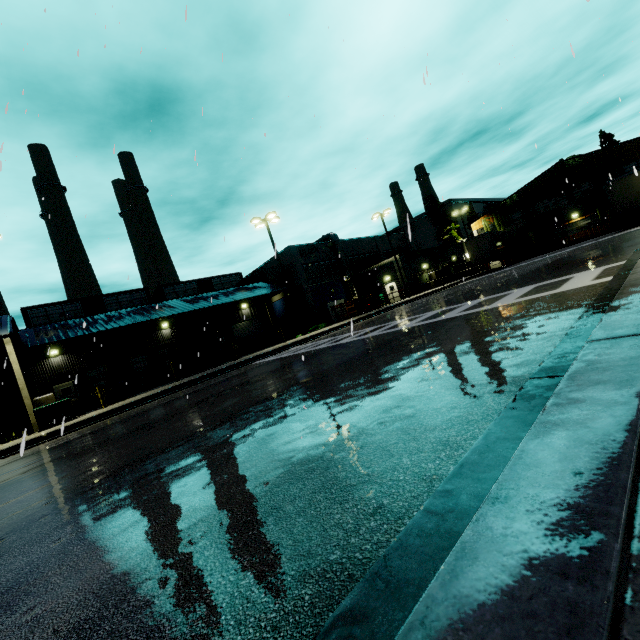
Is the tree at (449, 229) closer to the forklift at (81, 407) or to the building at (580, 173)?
the building at (580, 173)

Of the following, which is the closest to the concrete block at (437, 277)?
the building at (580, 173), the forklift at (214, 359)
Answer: the building at (580, 173)

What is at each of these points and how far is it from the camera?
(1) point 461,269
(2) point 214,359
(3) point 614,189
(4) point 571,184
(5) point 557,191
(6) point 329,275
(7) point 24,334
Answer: (1) concrete block, 42.1m
(2) forklift, 26.0m
(3) semi trailer, 26.0m
(4) tree, 39.4m
(5) tree, 40.5m
(6) building, 39.8m
(7) building, 25.3m

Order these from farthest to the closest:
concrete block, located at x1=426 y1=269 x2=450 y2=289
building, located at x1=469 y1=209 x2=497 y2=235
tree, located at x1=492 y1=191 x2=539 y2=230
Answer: building, located at x1=469 y1=209 x2=497 y2=235 < tree, located at x1=492 y1=191 x2=539 y2=230 < concrete block, located at x1=426 y1=269 x2=450 y2=289

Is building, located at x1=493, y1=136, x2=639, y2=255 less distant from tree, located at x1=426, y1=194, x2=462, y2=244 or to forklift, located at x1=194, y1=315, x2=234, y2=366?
tree, located at x1=426, y1=194, x2=462, y2=244

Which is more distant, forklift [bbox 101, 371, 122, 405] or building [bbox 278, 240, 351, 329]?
building [bbox 278, 240, 351, 329]

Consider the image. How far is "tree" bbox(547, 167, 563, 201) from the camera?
40.2 meters

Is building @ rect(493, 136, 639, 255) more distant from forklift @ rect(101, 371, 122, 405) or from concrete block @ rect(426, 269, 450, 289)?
forklift @ rect(101, 371, 122, 405)
